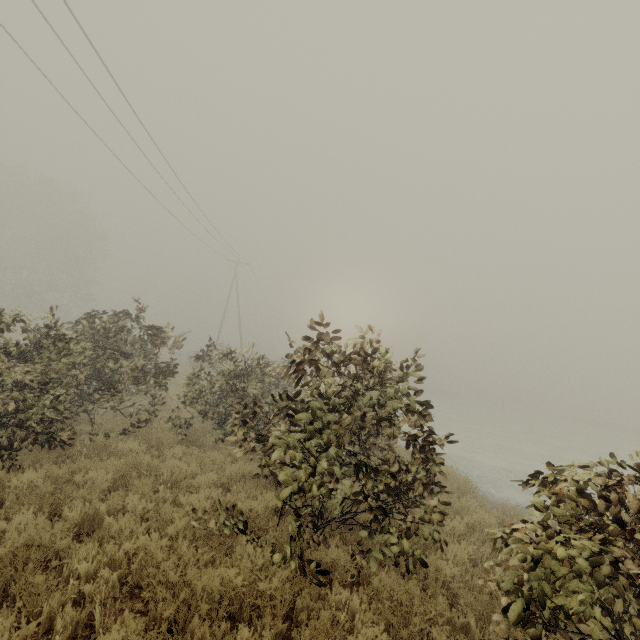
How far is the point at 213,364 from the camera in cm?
961

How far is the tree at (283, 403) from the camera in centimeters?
411cm

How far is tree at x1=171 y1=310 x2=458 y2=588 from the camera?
4.1 meters
